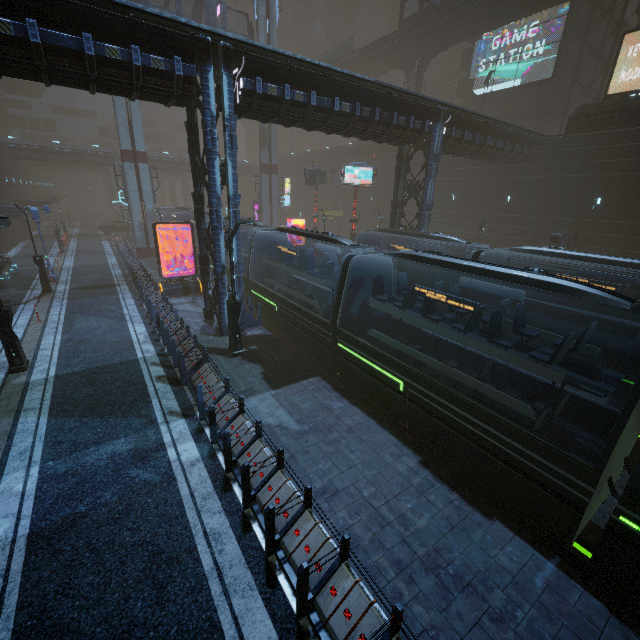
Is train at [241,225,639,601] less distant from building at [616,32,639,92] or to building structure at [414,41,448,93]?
building at [616,32,639,92]

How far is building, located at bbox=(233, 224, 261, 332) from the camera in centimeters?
1492cm

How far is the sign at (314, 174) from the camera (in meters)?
31.06

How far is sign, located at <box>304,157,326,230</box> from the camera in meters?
31.1

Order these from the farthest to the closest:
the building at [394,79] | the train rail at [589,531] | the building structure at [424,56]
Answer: the building at [394,79], the building structure at [424,56], the train rail at [589,531]

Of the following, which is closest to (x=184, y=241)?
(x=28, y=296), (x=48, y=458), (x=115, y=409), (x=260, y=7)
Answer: (x=28, y=296)

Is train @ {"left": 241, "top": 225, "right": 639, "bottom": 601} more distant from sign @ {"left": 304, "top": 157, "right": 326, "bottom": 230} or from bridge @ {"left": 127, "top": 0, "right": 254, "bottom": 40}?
bridge @ {"left": 127, "top": 0, "right": 254, "bottom": 40}

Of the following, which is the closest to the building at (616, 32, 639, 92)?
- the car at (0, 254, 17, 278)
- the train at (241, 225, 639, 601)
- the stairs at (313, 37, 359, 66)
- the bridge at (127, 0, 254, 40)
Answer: the car at (0, 254, 17, 278)
